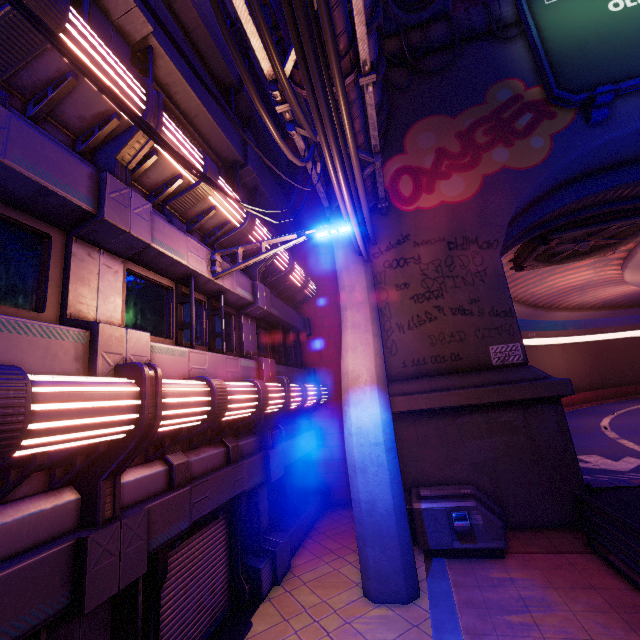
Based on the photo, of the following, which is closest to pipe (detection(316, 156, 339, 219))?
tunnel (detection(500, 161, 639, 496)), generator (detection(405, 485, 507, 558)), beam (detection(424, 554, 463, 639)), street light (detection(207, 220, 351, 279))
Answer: street light (detection(207, 220, 351, 279))

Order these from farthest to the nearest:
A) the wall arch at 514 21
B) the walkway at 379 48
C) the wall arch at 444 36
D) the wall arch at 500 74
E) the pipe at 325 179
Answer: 1. the wall arch at 444 36
2. the wall arch at 514 21
3. the pipe at 325 179
4. the wall arch at 500 74
5. the walkway at 379 48

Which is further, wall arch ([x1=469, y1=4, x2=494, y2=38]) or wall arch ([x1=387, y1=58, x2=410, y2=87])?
wall arch ([x1=387, y1=58, x2=410, y2=87])

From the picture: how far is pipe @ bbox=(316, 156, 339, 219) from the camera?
10.4 meters

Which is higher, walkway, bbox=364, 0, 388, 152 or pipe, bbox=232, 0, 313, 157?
walkway, bbox=364, 0, 388, 152

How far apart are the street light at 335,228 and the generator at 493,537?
7.0 meters

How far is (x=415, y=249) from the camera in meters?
11.9

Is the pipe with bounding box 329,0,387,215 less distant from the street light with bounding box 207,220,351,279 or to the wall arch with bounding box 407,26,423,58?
the wall arch with bounding box 407,26,423,58
